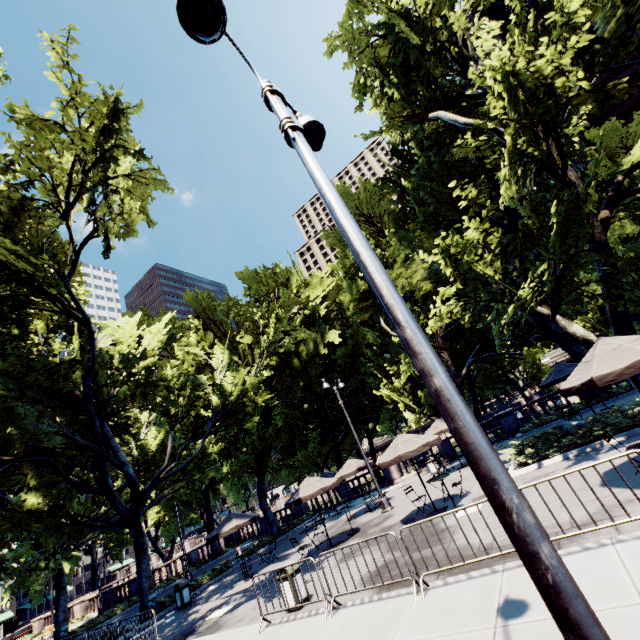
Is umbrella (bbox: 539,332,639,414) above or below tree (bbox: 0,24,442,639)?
below

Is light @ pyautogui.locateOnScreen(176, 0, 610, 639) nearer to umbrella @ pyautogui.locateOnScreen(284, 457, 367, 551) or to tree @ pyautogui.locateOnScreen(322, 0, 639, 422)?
tree @ pyautogui.locateOnScreen(322, 0, 639, 422)

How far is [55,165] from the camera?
16.6 meters

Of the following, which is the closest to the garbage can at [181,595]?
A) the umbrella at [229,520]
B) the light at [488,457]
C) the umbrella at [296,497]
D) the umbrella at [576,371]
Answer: the umbrella at [229,520]

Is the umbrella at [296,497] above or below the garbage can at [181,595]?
above

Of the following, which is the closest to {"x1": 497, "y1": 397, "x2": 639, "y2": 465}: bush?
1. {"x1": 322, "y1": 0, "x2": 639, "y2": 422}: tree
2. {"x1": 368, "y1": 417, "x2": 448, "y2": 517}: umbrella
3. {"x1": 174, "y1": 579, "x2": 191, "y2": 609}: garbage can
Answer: {"x1": 322, "y1": 0, "x2": 639, "y2": 422}: tree

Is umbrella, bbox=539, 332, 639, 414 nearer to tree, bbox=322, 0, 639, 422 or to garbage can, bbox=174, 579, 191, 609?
tree, bbox=322, 0, 639, 422

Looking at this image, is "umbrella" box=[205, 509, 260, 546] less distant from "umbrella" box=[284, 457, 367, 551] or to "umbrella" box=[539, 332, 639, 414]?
"umbrella" box=[284, 457, 367, 551]
